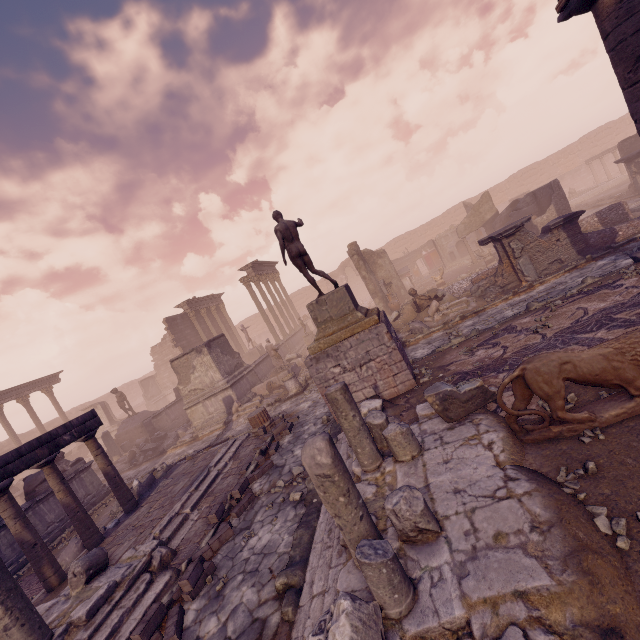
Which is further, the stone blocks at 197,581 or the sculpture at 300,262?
the sculpture at 300,262

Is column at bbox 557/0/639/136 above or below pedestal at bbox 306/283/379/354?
above

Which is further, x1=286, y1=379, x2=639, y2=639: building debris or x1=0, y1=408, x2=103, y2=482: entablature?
x1=0, y1=408, x2=103, y2=482: entablature

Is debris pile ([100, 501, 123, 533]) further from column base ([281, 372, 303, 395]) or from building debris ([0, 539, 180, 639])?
column base ([281, 372, 303, 395])

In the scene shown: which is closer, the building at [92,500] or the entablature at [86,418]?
the entablature at [86,418]

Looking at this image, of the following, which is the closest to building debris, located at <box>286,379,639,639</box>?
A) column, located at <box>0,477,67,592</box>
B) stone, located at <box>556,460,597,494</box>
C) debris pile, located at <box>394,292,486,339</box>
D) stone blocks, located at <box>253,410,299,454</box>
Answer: stone, located at <box>556,460,597,494</box>

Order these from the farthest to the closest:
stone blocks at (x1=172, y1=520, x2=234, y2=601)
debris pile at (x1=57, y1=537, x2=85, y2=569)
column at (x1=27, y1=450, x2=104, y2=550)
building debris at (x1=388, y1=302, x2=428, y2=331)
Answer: building debris at (x1=388, y1=302, x2=428, y2=331) → debris pile at (x1=57, y1=537, x2=85, y2=569) → column at (x1=27, y1=450, x2=104, y2=550) → stone blocks at (x1=172, y1=520, x2=234, y2=601)

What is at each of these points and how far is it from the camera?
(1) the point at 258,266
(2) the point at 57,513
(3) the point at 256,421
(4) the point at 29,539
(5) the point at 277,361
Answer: (1) entablature, 26.4m
(2) building, 11.4m
(3) column base, 10.7m
(4) column, 6.8m
(5) sculpture, 17.0m
